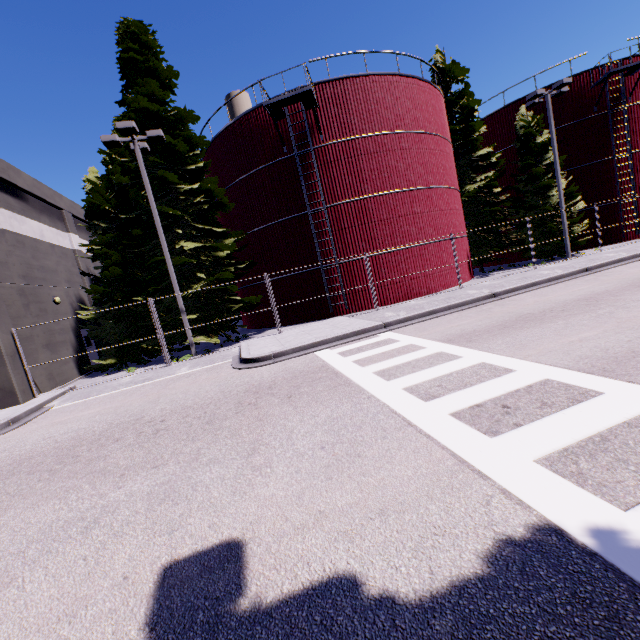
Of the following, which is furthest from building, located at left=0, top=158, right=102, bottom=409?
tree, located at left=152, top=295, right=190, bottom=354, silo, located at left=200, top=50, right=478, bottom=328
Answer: tree, located at left=152, top=295, right=190, bottom=354

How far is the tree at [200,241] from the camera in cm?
1562

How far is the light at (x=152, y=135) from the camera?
13.0m

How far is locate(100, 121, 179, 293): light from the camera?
13.0m

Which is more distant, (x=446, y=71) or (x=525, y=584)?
(x=446, y=71)

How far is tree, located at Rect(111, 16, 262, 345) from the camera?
15.6 meters

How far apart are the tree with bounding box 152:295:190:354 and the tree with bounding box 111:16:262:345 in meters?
6.4

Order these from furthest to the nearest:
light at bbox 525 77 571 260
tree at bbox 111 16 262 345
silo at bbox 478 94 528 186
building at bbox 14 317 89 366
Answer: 1. silo at bbox 478 94 528 186
2. light at bbox 525 77 571 260
3. tree at bbox 111 16 262 345
4. building at bbox 14 317 89 366
